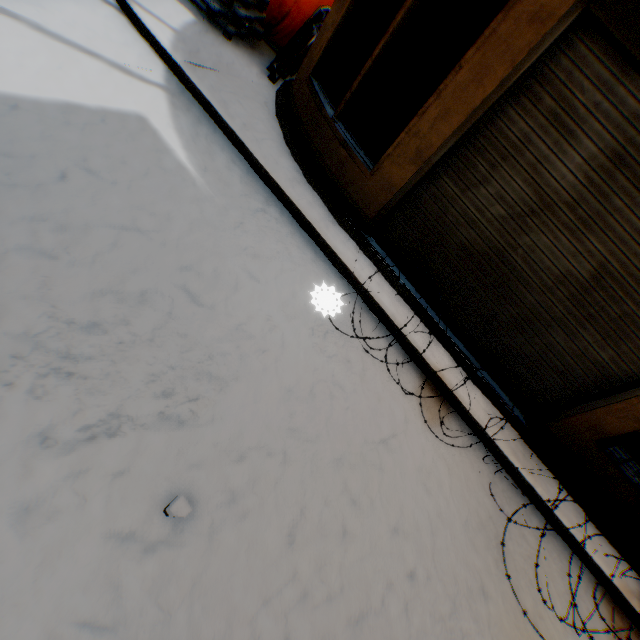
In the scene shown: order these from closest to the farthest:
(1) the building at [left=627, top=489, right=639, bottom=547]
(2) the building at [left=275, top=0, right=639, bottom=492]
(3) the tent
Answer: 1. (2) the building at [left=275, top=0, right=639, bottom=492]
2. (1) the building at [left=627, top=489, right=639, bottom=547]
3. (3) the tent

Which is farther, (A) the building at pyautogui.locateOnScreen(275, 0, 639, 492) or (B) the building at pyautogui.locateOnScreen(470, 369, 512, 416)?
(B) the building at pyautogui.locateOnScreen(470, 369, 512, 416)

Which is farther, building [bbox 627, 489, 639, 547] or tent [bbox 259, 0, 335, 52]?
tent [bbox 259, 0, 335, 52]

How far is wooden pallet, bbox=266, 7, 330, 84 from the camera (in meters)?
4.88

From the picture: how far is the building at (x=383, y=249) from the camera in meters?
4.0 m

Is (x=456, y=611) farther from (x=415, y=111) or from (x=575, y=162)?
(x=415, y=111)

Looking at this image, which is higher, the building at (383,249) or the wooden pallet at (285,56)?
the wooden pallet at (285,56)

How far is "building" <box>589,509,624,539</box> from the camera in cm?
373
